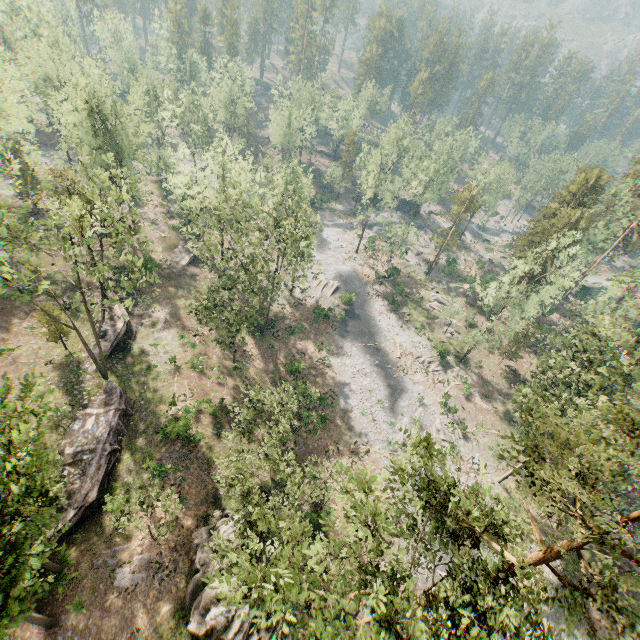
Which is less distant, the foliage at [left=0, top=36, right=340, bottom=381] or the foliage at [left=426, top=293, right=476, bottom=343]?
the foliage at [left=0, top=36, right=340, bottom=381]

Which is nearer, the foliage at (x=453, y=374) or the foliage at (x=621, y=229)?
the foliage at (x=621, y=229)

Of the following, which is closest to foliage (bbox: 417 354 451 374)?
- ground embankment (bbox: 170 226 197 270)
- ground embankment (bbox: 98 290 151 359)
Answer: ground embankment (bbox: 170 226 197 270)

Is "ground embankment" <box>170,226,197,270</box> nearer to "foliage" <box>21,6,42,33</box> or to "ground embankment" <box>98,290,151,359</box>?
"foliage" <box>21,6,42,33</box>

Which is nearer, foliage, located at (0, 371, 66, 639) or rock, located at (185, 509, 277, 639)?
foliage, located at (0, 371, 66, 639)

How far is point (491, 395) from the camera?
44.7 meters

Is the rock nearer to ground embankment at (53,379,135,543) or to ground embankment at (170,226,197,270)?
ground embankment at (53,379,135,543)

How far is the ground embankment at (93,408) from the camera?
22.7m
